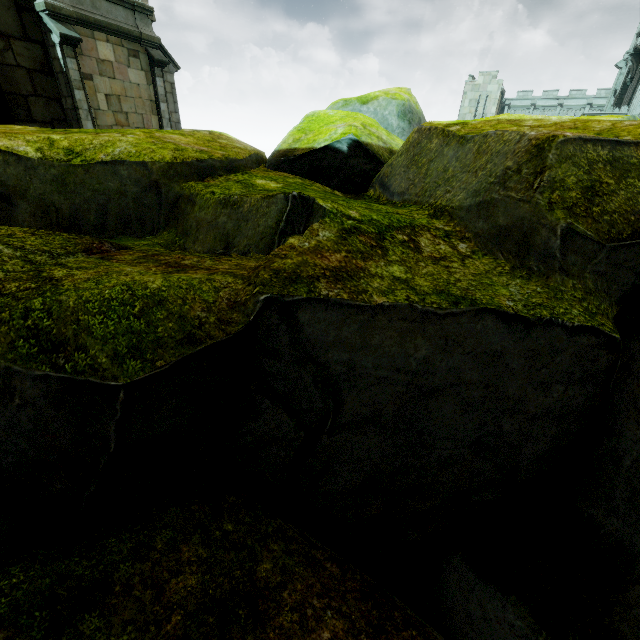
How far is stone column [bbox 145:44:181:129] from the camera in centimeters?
1430cm

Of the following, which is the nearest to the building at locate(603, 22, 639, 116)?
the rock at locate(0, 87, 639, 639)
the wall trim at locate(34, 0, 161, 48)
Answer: the rock at locate(0, 87, 639, 639)

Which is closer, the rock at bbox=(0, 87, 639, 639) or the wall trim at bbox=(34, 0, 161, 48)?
the rock at bbox=(0, 87, 639, 639)

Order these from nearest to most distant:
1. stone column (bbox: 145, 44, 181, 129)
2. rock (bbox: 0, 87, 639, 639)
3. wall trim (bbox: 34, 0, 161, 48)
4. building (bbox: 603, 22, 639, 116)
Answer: rock (bbox: 0, 87, 639, 639) < wall trim (bbox: 34, 0, 161, 48) < stone column (bbox: 145, 44, 181, 129) < building (bbox: 603, 22, 639, 116)

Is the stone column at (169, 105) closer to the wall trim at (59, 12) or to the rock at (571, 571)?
the wall trim at (59, 12)

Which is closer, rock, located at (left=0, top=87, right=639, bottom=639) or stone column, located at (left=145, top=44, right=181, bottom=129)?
rock, located at (left=0, top=87, right=639, bottom=639)

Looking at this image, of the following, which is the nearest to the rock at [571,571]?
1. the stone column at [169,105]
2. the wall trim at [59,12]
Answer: the stone column at [169,105]

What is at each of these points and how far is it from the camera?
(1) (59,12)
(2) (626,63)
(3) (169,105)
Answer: (1) wall trim, 11.2 meters
(2) building, 28.6 meters
(3) stone column, 15.6 meters
